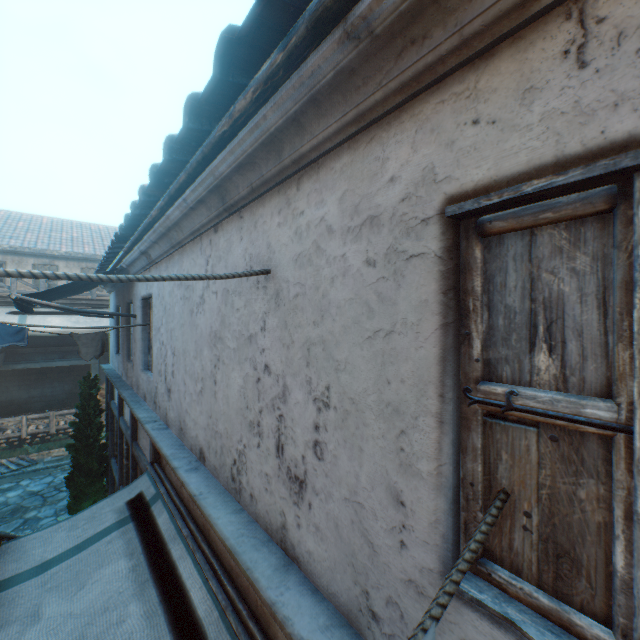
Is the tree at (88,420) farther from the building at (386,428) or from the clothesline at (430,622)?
the clothesline at (430,622)

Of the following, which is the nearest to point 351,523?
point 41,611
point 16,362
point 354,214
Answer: point 354,214

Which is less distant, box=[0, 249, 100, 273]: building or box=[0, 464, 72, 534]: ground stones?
box=[0, 464, 72, 534]: ground stones

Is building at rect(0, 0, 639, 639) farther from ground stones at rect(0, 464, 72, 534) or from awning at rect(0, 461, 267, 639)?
ground stones at rect(0, 464, 72, 534)

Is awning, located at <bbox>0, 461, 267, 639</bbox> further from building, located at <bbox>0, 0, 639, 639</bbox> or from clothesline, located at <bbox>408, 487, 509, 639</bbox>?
clothesline, located at <bbox>408, 487, 509, 639</bbox>

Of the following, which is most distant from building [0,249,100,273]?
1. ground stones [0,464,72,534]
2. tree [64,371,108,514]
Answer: ground stones [0,464,72,534]

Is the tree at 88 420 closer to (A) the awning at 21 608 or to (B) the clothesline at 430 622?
(A) the awning at 21 608

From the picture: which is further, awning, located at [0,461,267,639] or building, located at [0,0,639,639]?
awning, located at [0,461,267,639]
